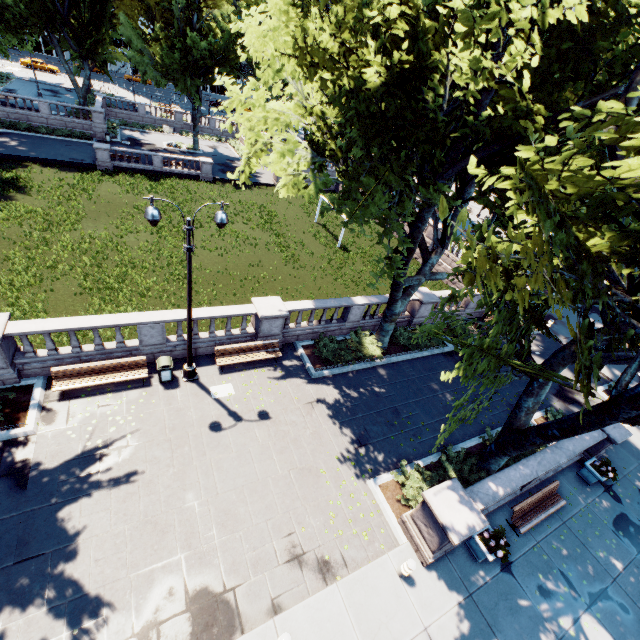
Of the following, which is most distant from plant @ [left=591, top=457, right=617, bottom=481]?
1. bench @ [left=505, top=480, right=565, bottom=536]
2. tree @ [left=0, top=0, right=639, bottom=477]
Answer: tree @ [left=0, top=0, right=639, bottom=477]

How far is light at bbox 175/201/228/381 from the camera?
9.5 meters

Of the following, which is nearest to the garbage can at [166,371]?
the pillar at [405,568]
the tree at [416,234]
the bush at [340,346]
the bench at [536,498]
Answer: the bush at [340,346]

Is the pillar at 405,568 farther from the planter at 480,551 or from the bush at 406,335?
the bush at 406,335

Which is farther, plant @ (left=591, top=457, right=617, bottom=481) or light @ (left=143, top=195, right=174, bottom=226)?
plant @ (left=591, top=457, right=617, bottom=481)

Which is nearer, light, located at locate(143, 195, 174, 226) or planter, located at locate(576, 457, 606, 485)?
light, located at locate(143, 195, 174, 226)

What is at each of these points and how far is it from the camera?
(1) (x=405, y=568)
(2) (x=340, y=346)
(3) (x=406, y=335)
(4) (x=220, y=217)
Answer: (1) pillar, 9.2 meters
(2) bush, 17.0 meters
(3) bush, 18.9 meters
(4) light, 9.7 meters
